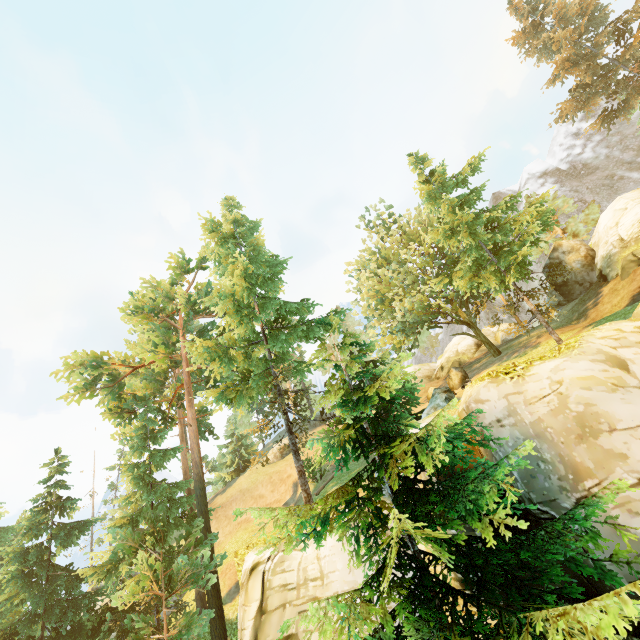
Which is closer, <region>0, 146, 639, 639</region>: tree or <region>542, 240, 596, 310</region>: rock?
<region>0, 146, 639, 639</region>: tree

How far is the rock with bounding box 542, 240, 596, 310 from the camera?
25.5m

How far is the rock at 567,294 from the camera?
25.5m

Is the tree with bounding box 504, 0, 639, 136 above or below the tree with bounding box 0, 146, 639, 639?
above

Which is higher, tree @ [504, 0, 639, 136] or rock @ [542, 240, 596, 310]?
tree @ [504, 0, 639, 136]

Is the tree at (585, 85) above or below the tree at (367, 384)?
above

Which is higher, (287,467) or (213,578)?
(287,467)

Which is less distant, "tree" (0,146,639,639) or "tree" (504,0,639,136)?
"tree" (0,146,639,639)
